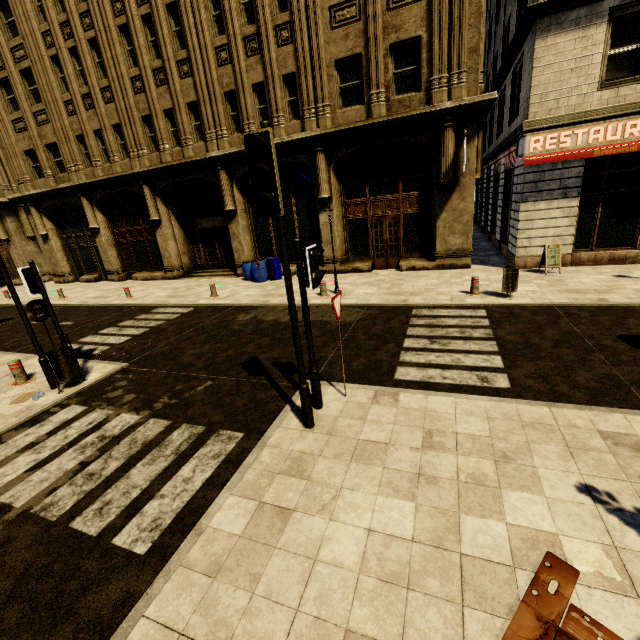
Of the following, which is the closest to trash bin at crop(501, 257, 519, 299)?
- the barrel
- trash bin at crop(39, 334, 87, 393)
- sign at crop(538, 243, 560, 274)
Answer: sign at crop(538, 243, 560, 274)

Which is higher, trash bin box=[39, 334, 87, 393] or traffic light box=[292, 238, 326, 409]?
traffic light box=[292, 238, 326, 409]

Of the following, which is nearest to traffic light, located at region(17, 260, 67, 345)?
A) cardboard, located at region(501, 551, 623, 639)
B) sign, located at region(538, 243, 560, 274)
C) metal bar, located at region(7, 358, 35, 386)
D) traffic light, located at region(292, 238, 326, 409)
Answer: metal bar, located at region(7, 358, 35, 386)

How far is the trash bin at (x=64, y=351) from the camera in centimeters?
656cm

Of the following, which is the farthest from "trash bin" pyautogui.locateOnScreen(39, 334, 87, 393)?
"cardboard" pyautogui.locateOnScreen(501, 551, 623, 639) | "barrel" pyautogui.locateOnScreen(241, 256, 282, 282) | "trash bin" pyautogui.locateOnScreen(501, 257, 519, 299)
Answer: "trash bin" pyautogui.locateOnScreen(501, 257, 519, 299)

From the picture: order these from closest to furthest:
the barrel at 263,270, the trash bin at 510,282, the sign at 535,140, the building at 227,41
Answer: the trash bin at 510,282 → the sign at 535,140 → the building at 227,41 → the barrel at 263,270

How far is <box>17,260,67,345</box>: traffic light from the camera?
6.6m

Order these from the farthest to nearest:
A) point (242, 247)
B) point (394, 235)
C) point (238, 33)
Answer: point (242, 247) → point (394, 235) → point (238, 33)
